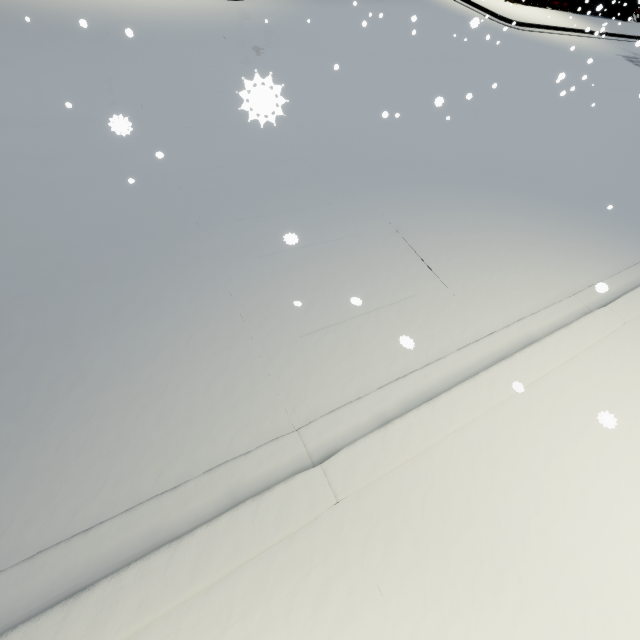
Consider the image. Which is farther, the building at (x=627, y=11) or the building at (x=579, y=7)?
the building at (x=627, y=11)

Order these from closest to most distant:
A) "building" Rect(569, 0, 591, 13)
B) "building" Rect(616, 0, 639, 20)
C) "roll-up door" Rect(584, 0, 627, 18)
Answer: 1. "roll-up door" Rect(584, 0, 627, 18)
2. "building" Rect(569, 0, 591, 13)
3. "building" Rect(616, 0, 639, 20)

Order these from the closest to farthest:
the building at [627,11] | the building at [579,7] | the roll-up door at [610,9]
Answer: the roll-up door at [610,9] → the building at [579,7] → the building at [627,11]

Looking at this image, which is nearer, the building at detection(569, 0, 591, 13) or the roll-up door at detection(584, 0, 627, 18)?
the roll-up door at detection(584, 0, 627, 18)

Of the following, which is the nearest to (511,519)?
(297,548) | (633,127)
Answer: (297,548)

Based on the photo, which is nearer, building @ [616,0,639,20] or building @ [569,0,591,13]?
building @ [569,0,591,13]
